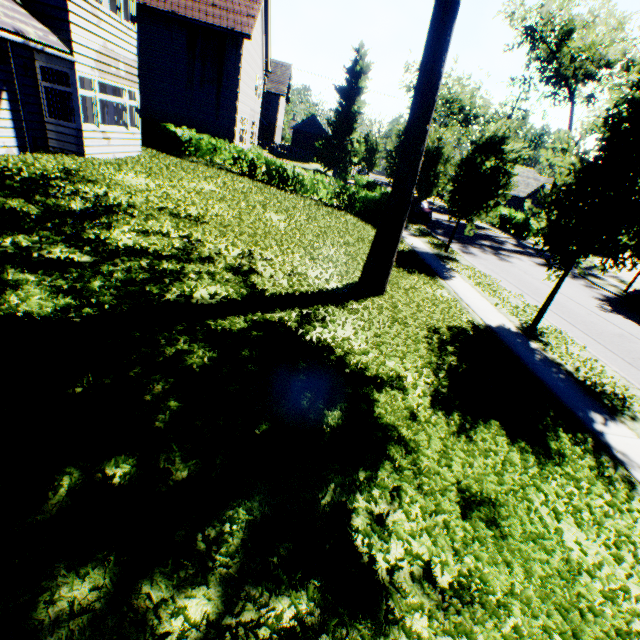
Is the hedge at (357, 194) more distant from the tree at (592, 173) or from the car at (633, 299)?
the car at (633, 299)

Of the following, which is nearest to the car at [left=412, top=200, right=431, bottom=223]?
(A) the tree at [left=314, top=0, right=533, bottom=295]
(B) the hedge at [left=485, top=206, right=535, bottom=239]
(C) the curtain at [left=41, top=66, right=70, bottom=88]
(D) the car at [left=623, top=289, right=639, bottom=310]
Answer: (A) the tree at [left=314, top=0, right=533, bottom=295]

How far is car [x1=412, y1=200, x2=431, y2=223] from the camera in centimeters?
2552cm

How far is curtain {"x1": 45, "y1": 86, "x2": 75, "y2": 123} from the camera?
10.3m

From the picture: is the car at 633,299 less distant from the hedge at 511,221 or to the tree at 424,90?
the tree at 424,90

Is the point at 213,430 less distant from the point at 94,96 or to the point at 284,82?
the point at 94,96

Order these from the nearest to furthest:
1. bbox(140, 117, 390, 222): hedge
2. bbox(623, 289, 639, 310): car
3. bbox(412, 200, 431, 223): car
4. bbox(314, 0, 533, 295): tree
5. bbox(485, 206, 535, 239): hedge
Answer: bbox(314, 0, 533, 295): tree
bbox(623, 289, 639, 310): car
bbox(140, 117, 390, 222): hedge
bbox(412, 200, 431, 223): car
bbox(485, 206, 535, 239): hedge
